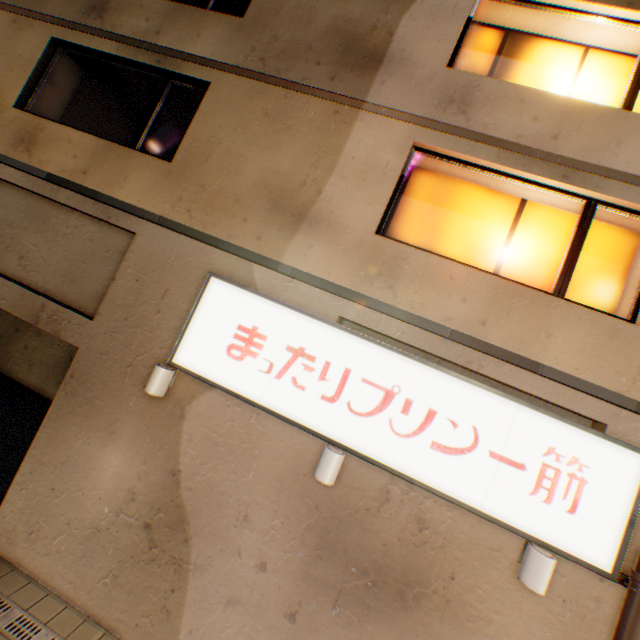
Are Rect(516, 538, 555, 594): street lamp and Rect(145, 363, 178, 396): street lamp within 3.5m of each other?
no

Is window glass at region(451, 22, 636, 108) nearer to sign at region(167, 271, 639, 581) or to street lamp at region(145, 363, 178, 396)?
sign at region(167, 271, 639, 581)

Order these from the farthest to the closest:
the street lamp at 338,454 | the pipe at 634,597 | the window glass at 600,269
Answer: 1. the window glass at 600,269
2. the street lamp at 338,454
3. the pipe at 634,597

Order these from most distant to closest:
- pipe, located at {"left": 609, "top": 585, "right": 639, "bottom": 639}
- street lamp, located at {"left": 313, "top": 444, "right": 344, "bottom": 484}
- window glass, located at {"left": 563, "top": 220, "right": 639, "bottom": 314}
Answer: Result: window glass, located at {"left": 563, "top": 220, "right": 639, "bottom": 314}, street lamp, located at {"left": 313, "top": 444, "right": 344, "bottom": 484}, pipe, located at {"left": 609, "top": 585, "right": 639, "bottom": 639}

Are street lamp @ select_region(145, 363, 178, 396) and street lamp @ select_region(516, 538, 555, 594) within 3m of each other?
no

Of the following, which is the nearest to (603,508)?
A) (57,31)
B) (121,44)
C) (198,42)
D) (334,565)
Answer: (334,565)

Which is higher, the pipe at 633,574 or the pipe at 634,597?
the pipe at 633,574

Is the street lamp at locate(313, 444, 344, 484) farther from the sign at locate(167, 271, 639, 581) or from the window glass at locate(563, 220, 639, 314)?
the window glass at locate(563, 220, 639, 314)
